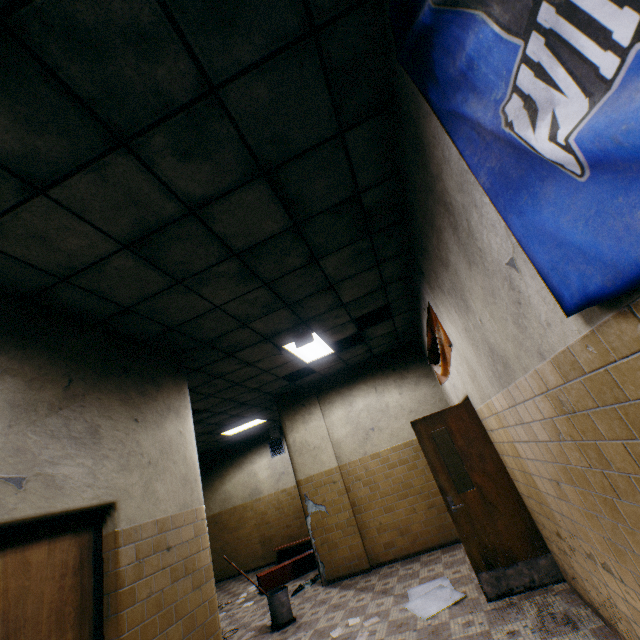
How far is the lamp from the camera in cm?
562

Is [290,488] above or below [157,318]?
below

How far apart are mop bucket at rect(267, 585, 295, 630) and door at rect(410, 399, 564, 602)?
3.2 meters

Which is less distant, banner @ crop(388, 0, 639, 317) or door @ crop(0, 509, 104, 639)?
banner @ crop(388, 0, 639, 317)

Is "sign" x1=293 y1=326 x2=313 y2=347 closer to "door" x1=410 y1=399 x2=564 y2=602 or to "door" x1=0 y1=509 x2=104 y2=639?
"door" x1=410 y1=399 x2=564 y2=602

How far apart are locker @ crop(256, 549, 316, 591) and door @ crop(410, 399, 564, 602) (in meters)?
4.16

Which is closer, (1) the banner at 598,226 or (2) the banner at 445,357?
(1) the banner at 598,226

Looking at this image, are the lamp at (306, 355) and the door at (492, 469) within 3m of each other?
yes
